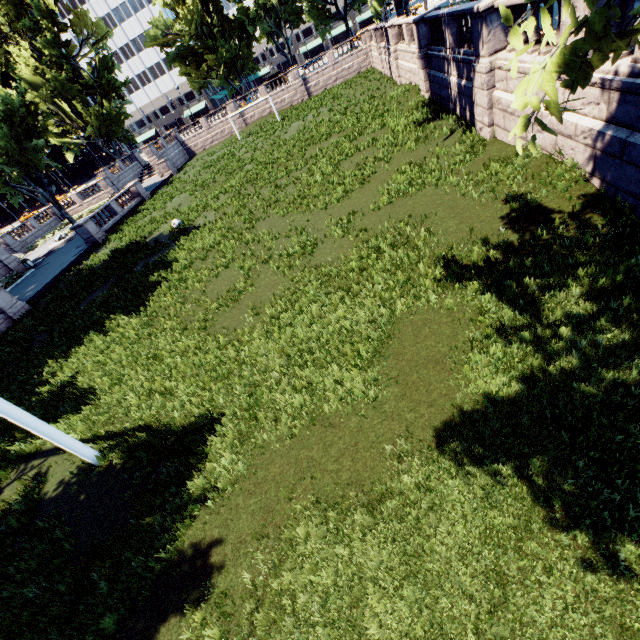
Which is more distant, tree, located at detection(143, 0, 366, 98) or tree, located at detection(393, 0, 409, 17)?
tree, located at detection(143, 0, 366, 98)

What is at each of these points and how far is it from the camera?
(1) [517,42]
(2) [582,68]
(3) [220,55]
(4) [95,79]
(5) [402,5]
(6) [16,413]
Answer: (1) tree, 3.2m
(2) tree, 3.1m
(3) tree, 45.9m
(4) tree, 47.6m
(5) tree, 28.9m
(6) pillar, 6.7m

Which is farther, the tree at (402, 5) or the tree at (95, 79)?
the tree at (95, 79)

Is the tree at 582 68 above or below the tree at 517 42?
below

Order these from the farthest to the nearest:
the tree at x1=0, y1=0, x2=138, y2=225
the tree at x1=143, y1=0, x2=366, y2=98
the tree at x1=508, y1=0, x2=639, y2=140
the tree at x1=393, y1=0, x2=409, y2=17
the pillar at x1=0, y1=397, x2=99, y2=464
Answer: the tree at x1=143, y1=0, x2=366, y2=98
the tree at x1=0, y1=0, x2=138, y2=225
the tree at x1=393, y1=0, x2=409, y2=17
the pillar at x1=0, y1=397, x2=99, y2=464
the tree at x1=508, y1=0, x2=639, y2=140
